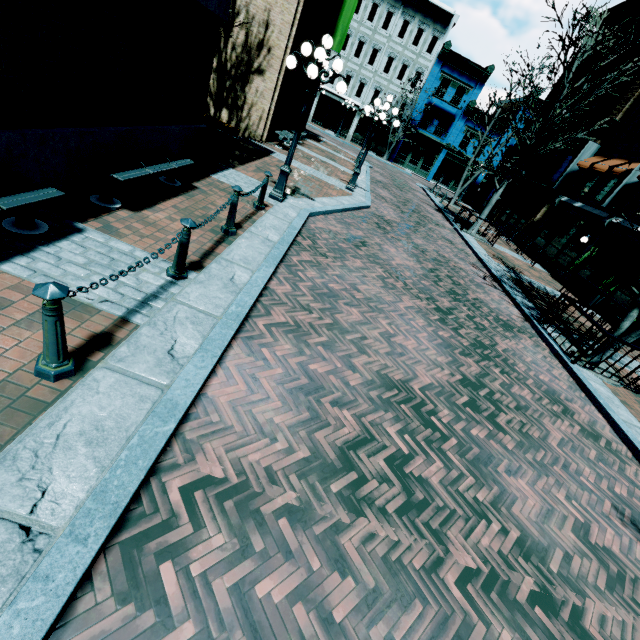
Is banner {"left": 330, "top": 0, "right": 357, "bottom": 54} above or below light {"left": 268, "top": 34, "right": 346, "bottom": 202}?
above

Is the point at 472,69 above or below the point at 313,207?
above

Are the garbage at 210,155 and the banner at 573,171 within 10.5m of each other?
no

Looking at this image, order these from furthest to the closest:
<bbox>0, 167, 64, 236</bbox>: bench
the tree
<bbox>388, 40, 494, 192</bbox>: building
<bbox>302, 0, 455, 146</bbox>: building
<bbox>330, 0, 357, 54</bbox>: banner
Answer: <bbox>388, 40, 494, 192</bbox>: building → <bbox>302, 0, 455, 146</bbox>: building → <bbox>330, 0, 357, 54</bbox>: banner → the tree → <bbox>0, 167, 64, 236</bbox>: bench

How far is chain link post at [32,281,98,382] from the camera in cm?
227

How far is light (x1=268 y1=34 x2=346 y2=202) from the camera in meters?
6.8 m

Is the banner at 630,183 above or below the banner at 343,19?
below

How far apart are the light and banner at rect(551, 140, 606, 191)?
19.35m
